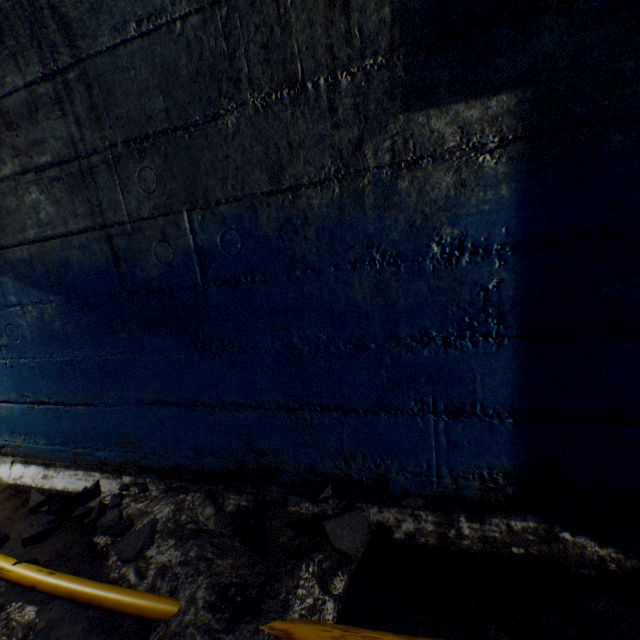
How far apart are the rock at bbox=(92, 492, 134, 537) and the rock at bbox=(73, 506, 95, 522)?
0.1m

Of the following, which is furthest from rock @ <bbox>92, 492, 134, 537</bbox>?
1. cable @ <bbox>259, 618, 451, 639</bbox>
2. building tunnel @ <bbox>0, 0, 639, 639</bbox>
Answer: cable @ <bbox>259, 618, 451, 639</bbox>

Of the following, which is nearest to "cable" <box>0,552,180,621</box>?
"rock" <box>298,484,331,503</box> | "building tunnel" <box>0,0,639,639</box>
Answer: "building tunnel" <box>0,0,639,639</box>

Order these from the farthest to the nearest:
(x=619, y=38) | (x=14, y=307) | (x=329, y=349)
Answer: (x=14, y=307) → (x=329, y=349) → (x=619, y=38)

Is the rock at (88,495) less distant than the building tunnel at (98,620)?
No

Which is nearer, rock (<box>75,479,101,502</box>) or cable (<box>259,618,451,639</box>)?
cable (<box>259,618,451,639</box>)

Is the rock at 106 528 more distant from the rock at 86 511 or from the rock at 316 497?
the rock at 316 497

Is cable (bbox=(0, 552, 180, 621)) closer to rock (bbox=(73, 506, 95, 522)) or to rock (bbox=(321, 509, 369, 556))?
rock (bbox=(73, 506, 95, 522))
